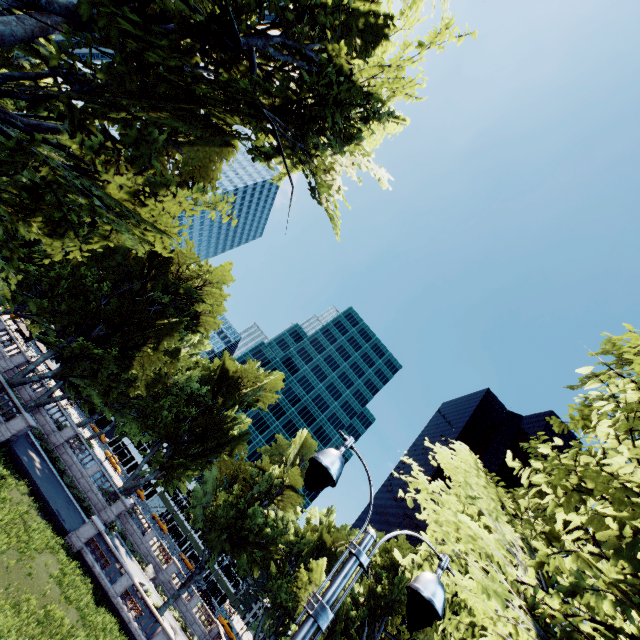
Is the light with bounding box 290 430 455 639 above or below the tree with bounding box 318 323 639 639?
below

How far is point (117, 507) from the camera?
34.47m

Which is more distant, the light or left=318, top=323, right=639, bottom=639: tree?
left=318, top=323, right=639, bottom=639: tree

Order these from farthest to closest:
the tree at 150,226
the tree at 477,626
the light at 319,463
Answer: the tree at 150,226
the tree at 477,626
the light at 319,463

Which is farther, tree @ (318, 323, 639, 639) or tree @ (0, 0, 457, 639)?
tree @ (0, 0, 457, 639)

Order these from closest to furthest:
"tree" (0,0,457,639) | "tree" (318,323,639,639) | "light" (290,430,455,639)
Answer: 1. "light" (290,430,455,639)
2. "tree" (318,323,639,639)
3. "tree" (0,0,457,639)

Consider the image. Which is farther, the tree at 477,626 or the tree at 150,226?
the tree at 150,226
